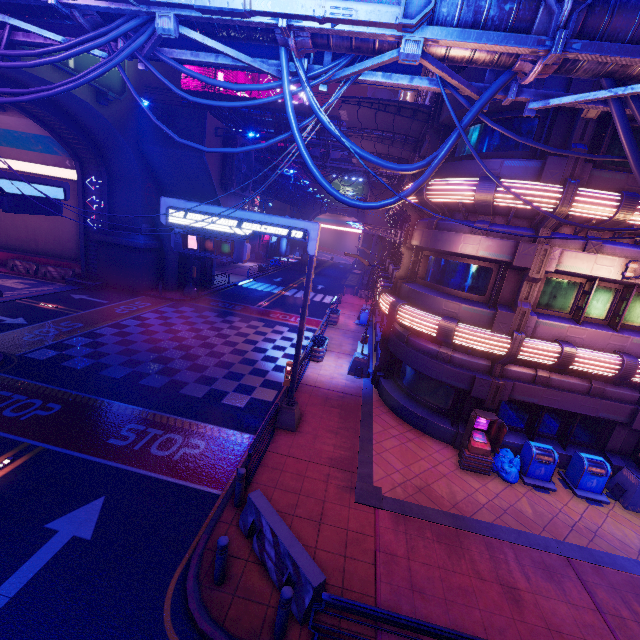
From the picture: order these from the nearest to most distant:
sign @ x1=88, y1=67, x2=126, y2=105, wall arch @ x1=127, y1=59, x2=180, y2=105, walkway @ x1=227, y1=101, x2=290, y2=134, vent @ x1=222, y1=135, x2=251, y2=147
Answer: sign @ x1=88, y1=67, x2=126, y2=105 < wall arch @ x1=127, y1=59, x2=180, y2=105 < vent @ x1=222, y1=135, x2=251, y2=147 < walkway @ x1=227, y1=101, x2=290, y2=134

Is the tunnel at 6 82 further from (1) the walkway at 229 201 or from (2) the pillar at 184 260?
(2) the pillar at 184 260

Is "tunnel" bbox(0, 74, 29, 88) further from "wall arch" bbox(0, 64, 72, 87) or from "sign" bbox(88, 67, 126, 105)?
→ "sign" bbox(88, 67, 126, 105)

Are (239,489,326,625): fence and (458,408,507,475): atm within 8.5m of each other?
yes

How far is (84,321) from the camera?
18.5m

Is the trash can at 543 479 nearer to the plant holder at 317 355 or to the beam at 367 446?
the beam at 367 446

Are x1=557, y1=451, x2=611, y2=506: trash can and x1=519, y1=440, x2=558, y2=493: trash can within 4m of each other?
yes

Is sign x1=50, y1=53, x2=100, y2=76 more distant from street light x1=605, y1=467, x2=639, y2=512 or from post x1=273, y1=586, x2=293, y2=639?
street light x1=605, y1=467, x2=639, y2=512
